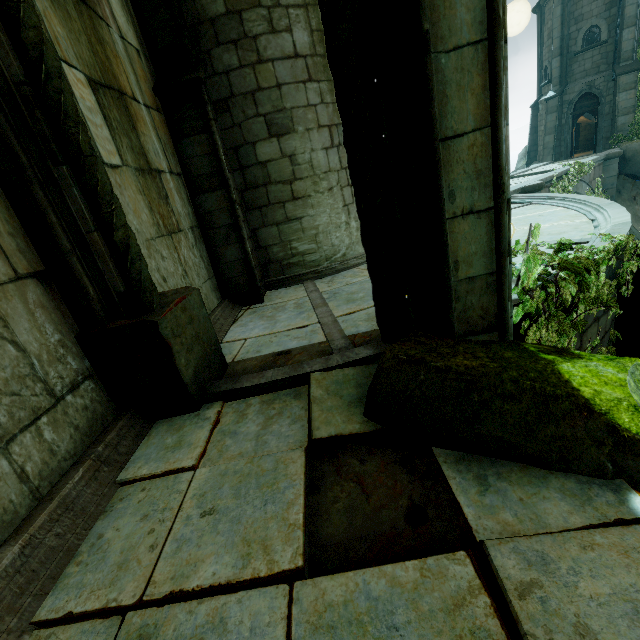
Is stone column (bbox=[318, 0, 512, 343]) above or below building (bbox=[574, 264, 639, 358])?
above

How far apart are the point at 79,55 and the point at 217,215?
2.6 meters

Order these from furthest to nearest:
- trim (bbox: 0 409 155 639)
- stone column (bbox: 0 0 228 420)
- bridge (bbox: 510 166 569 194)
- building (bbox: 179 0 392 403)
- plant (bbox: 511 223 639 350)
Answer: bridge (bbox: 510 166 569 194), building (bbox: 179 0 392 403), plant (bbox: 511 223 639 350), stone column (bbox: 0 0 228 420), trim (bbox: 0 409 155 639)

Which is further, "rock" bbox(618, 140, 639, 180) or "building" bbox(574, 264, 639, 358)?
"rock" bbox(618, 140, 639, 180)

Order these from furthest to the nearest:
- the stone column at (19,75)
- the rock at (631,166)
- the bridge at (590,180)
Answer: the rock at (631,166)
the bridge at (590,180)
the stone column at (19,75)

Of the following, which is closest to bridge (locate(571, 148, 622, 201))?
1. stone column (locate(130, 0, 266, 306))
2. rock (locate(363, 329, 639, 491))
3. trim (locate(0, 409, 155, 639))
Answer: stone column (locate(130, 0, 266, 306))

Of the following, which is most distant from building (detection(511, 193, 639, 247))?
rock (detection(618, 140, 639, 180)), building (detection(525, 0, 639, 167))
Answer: building (detection(525, 0, 639, 167))

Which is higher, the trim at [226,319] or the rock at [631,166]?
the trim at [226,319]
